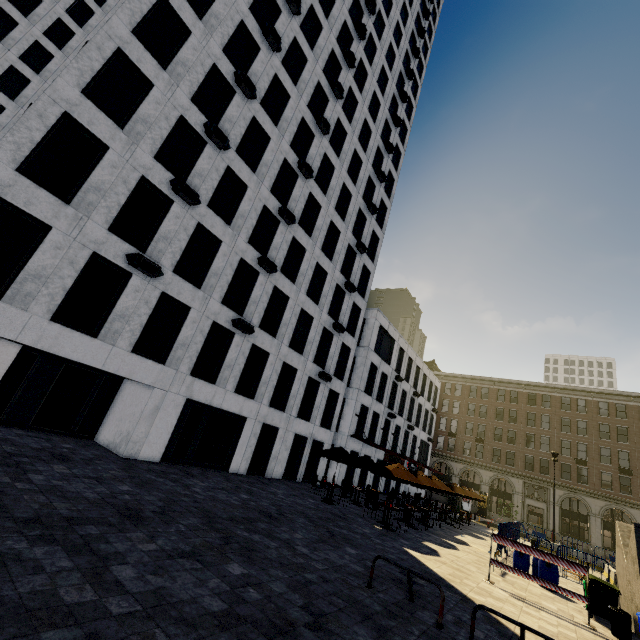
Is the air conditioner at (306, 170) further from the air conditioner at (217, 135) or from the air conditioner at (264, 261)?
the air conditioner at (264, 261)

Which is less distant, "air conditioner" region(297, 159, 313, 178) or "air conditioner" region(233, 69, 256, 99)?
"air conditioner" region(233, 69, 256, 99)

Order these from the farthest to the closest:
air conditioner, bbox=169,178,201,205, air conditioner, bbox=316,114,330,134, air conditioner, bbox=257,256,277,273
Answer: air conditioner, bbox=316,114,330,134
air conditioner, bbox=257,256,277,273
air conditioner, bbox=169,178,201,205

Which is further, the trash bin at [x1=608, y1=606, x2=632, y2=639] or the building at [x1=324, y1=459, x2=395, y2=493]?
the building at [x1=324, y1=459, x2=395, y2=493]

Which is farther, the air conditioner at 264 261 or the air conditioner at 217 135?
the air conditioner at 264 261

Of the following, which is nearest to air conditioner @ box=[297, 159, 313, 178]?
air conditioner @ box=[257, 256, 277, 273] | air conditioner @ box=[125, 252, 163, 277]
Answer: air conditioner @ box=[257, 256, 277, 273]

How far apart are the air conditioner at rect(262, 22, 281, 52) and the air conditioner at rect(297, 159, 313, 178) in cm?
603

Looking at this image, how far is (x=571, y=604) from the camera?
11.6 meters
